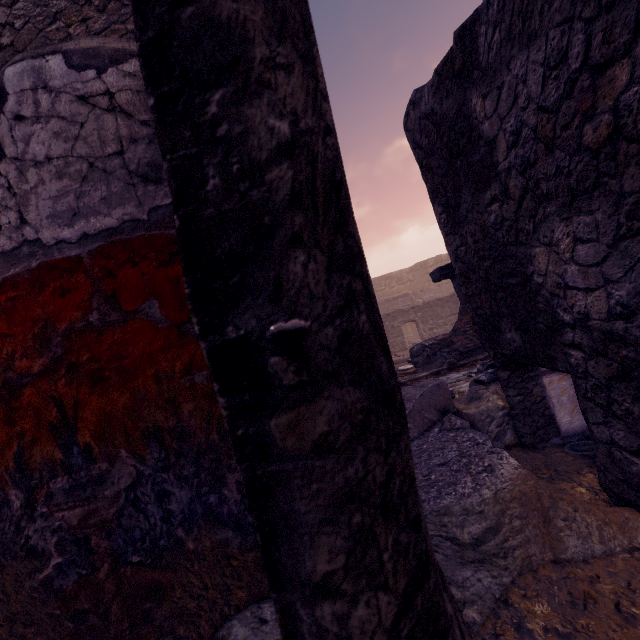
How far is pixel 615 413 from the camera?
1.4m
